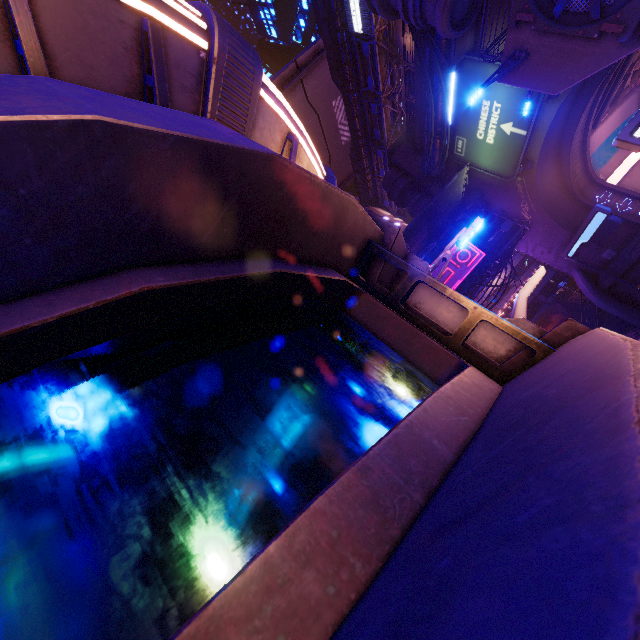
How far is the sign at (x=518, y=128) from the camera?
19.2m

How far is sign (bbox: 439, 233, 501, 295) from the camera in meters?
25.3 m

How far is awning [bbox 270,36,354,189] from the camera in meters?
7.3 m

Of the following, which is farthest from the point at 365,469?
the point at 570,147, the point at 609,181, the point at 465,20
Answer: the point at 609,181

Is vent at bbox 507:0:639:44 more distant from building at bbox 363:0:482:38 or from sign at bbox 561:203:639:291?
building at bbox 363:0:482:38

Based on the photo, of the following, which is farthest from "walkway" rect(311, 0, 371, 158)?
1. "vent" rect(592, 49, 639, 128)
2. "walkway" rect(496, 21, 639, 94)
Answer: "vent" rect(592, 49, 639, 128)

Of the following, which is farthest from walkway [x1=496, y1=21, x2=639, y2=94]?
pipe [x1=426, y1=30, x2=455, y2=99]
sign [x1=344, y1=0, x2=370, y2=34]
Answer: sign [x1=344, y1=0, x2=370, y2=34]

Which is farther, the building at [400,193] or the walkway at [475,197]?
the building at [400,193]
